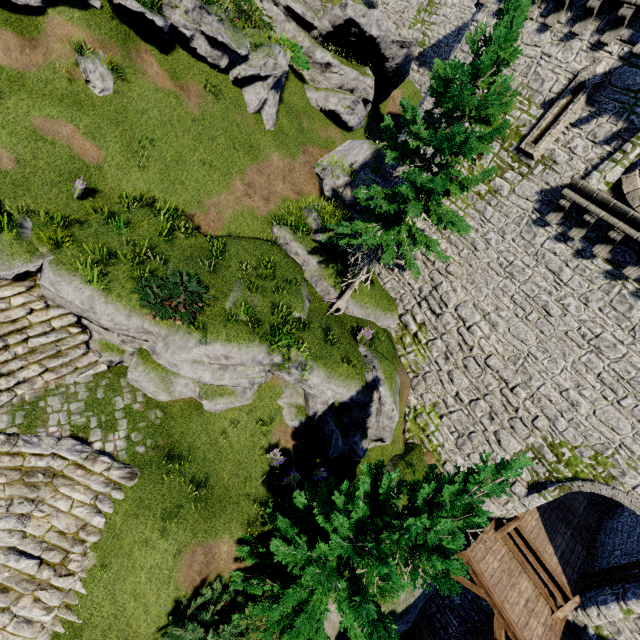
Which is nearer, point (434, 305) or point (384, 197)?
point (384, 197)

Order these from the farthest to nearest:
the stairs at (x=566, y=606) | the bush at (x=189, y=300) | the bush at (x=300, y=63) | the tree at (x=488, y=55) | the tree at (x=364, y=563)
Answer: the bush at (x=300, y=63) < the stairs at (x=566, y=606) < the bush at (x=189, y=300) < the tree at (x=488, y=55) < the tree at (x=364, y=563)

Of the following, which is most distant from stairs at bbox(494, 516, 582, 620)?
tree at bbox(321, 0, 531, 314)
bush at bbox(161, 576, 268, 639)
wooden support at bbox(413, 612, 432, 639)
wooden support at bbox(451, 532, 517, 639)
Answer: bush at bbox(161, 576, 268, 639)

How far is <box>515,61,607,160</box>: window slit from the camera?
9.7m

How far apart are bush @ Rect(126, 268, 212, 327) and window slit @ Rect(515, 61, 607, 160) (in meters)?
11.62

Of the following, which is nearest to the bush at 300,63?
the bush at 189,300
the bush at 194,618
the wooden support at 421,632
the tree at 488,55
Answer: the tree at 488,55

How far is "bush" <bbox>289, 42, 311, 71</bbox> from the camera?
17.7m

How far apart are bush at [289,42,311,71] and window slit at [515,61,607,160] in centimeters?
1277cm
